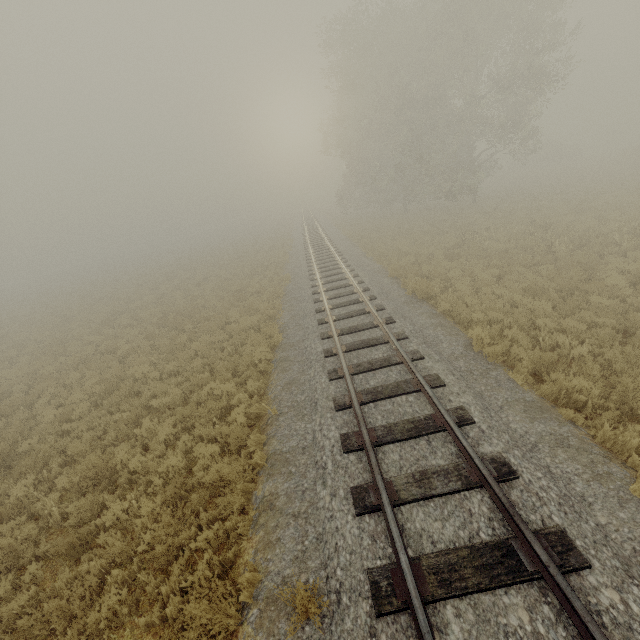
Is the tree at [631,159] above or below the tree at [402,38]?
below

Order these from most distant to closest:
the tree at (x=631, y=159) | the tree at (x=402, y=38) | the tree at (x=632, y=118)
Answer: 1. the tree at (x=632, y=118)
2. the tree at (x=631, y=159)
3. the tree at (x=402, y=38)

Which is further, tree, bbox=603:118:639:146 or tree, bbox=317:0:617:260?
tree, bbox=603:118:639:146

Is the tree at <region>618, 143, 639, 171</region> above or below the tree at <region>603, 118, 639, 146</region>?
below

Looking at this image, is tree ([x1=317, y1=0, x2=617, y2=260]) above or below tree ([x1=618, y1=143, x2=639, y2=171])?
above

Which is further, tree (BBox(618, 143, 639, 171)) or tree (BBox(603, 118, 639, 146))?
tree (BBox(603, 118, 639, 146))

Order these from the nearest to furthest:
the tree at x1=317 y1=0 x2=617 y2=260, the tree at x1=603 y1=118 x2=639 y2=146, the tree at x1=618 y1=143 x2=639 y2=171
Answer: the tree at x1=317 y1=0 x2=617 y2=260 → the tree at x1=618 y1=143 x2=639 y2=171 → the tree at x1=603 y1=118 x2=639 y2=146

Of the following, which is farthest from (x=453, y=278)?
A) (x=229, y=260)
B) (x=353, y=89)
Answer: (x=229, y=260)
